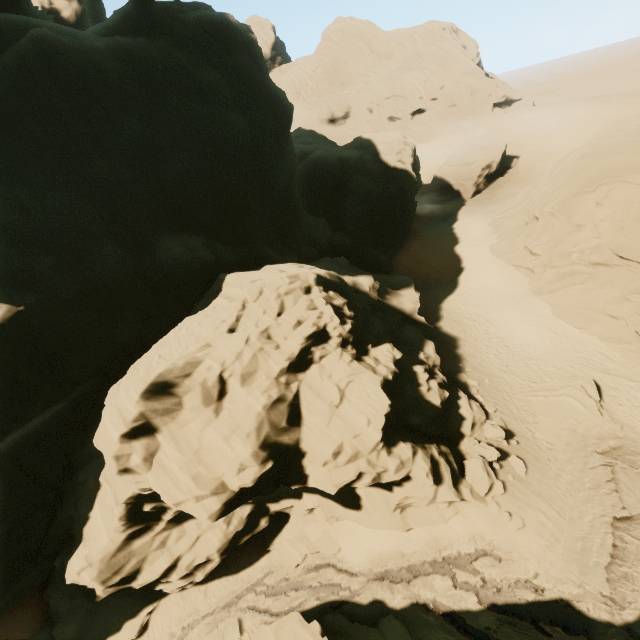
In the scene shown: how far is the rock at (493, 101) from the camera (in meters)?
59.44

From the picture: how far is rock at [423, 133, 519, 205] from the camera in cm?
4338

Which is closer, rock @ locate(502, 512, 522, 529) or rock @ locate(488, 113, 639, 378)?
rock @ locate(502, 512, 522, 529)

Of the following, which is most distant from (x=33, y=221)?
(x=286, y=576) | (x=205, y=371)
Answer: (x=286, y=576)

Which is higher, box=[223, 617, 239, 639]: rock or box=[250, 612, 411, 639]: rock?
box=[250, 612, 411, 639]: rock

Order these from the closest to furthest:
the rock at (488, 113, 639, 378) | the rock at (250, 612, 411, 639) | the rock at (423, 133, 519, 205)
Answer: the rock at (250, 612, 411, 639) → the rock at (488, 113, 639, 378) → the rock at (423, 133, 519, 205)

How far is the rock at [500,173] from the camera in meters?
43.4 m
